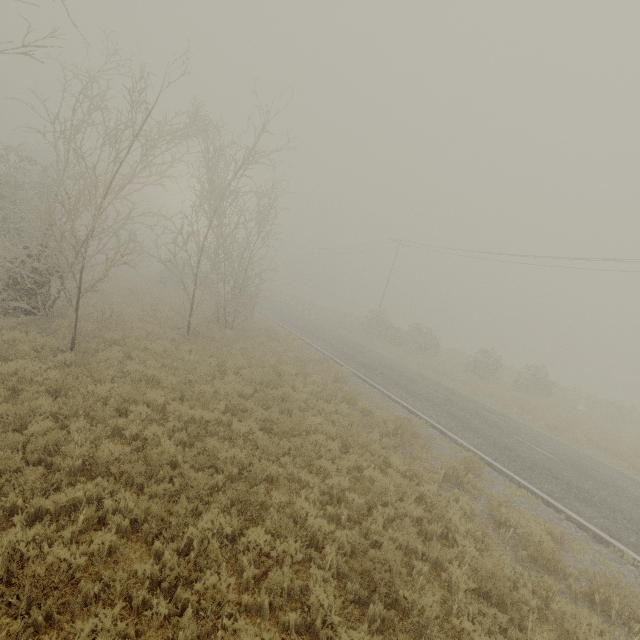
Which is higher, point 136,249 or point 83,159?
point 83,159
